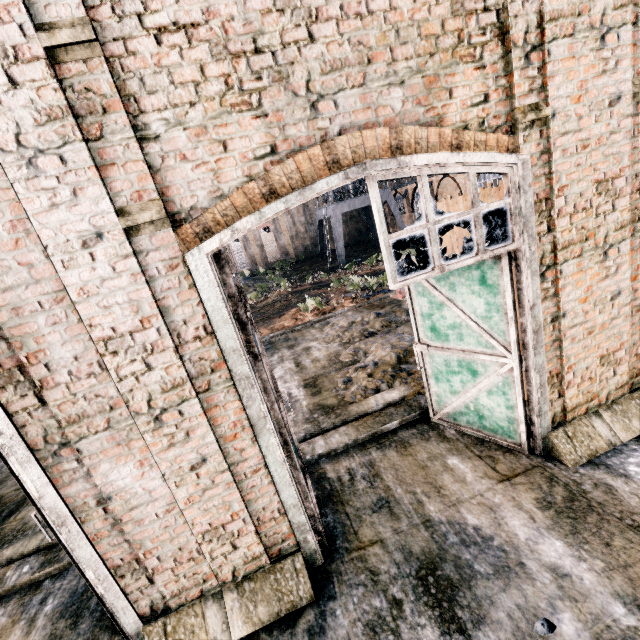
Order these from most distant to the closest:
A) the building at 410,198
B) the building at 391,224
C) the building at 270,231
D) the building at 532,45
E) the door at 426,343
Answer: the building at 391,224 → the building at 270,231 → the building at 410,198 → the door at 426,343 → the building at 532,45

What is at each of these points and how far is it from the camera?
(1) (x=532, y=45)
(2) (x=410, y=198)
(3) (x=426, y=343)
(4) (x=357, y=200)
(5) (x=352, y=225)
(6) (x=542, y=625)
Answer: (1) building, 3.8 meters
(2) building, 45.9 meters
(3) door, 6.3 meters
(4) crane, 38.2 meters
(5) building, 52.6 meters
(6) coal pile, 3.4 meters

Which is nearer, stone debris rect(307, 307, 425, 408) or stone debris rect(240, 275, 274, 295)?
stone debris rect(307, 307, 425, 408)

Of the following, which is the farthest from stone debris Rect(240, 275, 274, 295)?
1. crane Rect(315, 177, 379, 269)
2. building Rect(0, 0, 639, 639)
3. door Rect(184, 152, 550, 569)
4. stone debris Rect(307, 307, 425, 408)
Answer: building Rect(0, 0, 639, 639)

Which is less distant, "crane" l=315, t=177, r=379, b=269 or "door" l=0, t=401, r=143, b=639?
"door" l=0, t=401, r=143, b=639

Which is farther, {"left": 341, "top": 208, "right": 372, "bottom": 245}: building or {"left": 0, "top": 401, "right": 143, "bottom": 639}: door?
{"left": 341, "top": 208, "right": 372, "bottom": 245}: building

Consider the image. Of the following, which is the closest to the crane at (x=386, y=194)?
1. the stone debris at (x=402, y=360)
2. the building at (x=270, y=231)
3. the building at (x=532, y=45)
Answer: the building at (x=270, y=231)

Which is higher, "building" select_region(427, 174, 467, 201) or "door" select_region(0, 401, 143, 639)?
"building" select_region(427, 174, 467, 201)
